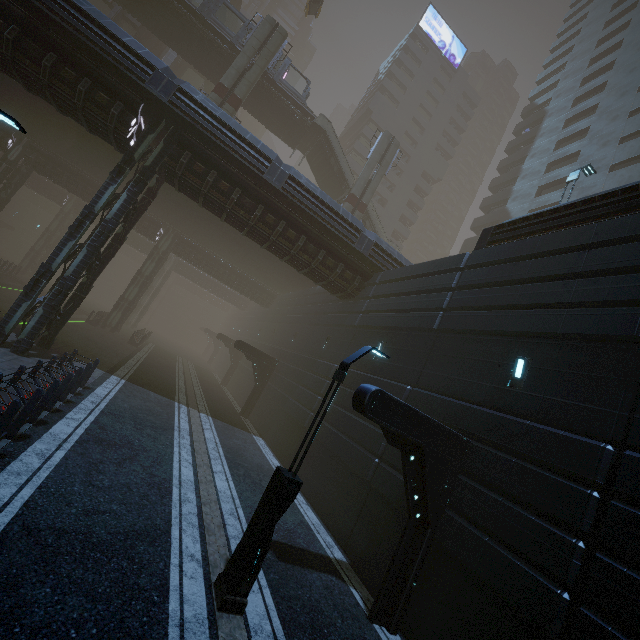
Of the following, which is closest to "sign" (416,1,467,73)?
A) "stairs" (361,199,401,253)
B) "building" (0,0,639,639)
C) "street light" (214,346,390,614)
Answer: "building" (0,0,639,639)

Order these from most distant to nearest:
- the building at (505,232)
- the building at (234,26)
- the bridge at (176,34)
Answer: the building at (234,26) < the bridge at (176,34) < the building at (505,232)

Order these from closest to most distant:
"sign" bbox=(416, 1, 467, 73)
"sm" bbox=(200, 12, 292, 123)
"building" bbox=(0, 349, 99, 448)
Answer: "building" bbox=(0, 349, 99, 448) → "sm" bbox=(200, 12, 292, 123) → "sign" bbox=(416, 1, 467, 73)

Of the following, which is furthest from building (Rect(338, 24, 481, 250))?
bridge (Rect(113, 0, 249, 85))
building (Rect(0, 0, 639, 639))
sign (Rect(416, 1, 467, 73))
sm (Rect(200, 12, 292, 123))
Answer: sm (Rect(200, 12, 292, 123))

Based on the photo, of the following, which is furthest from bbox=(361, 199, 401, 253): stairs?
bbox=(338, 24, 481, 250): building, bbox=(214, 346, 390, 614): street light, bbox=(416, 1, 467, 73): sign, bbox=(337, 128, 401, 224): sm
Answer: bbox=(416, 1, 467, 73): sign

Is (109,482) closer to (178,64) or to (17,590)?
(17,590)

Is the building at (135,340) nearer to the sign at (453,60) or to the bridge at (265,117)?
the bridge at (265,117)

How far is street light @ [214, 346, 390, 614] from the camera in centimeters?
585cm
